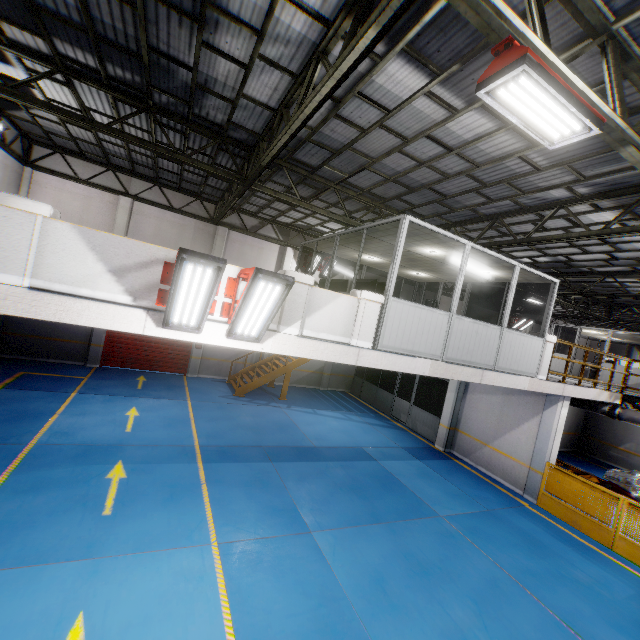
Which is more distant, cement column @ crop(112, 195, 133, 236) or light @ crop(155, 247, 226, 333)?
cement column @ crop(112, 195, 133, 236)

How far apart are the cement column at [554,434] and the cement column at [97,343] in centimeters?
1824cm

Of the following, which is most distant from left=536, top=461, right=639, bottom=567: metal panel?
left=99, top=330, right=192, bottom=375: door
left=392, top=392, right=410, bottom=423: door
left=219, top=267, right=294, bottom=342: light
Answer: left=99, top=330, right=192, bottom=375: door

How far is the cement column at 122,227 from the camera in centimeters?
1462cm

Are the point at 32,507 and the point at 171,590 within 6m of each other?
yes

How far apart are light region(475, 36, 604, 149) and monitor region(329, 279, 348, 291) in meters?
6.3

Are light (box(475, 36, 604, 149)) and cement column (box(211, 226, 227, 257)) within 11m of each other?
no

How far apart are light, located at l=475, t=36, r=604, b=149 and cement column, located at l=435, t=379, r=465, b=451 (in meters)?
10.78
